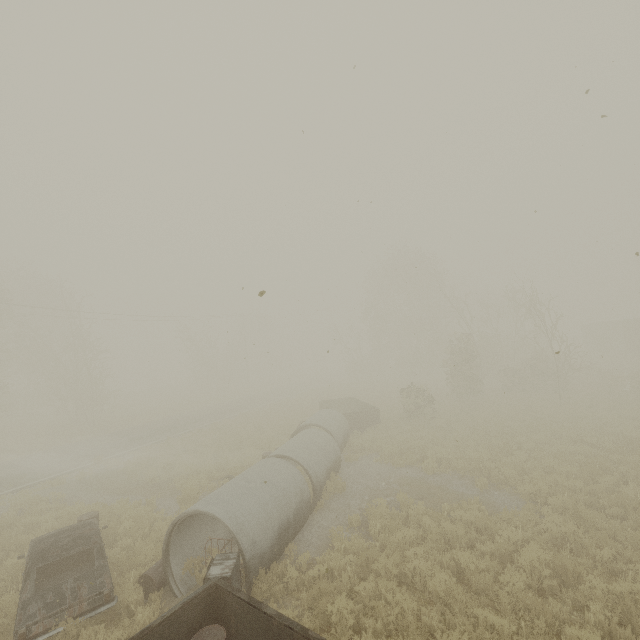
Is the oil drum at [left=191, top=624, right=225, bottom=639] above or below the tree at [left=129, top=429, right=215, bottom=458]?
above

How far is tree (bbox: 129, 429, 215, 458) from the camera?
19.00m

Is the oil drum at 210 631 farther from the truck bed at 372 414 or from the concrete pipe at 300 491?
the truck bed at 372 414

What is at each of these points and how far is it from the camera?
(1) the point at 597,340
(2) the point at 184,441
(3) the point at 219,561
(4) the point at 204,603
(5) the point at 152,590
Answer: (1) boxcar, 43.3m
(2) tree, 20.1m
(3) dresser, 6.8m
(4) truck bed, 5.7m
(5) oil drum, 7.6m

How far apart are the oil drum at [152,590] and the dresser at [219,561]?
1.6 meters

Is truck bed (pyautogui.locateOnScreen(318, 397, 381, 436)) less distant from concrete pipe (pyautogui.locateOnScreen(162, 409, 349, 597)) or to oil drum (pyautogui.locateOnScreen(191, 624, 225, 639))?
concrete pipe (pyautogui.locateOnScreen(162, 409, 349, 597))

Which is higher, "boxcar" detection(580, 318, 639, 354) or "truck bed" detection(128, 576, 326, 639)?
"boxcar" detection(580, 318, 639, 354)

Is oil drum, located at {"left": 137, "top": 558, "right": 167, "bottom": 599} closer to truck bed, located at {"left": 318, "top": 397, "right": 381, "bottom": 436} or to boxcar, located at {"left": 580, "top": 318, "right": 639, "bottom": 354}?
truck bed, located at {"left": 318, "top": 397, "right": 381, "bottom": 436}
